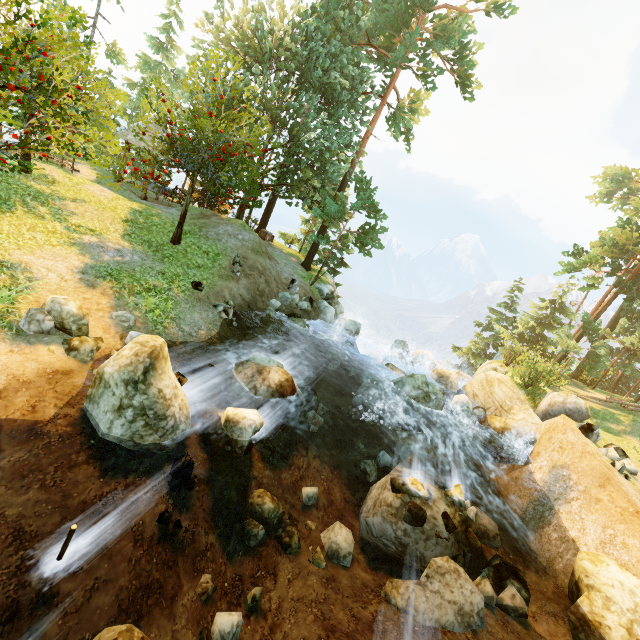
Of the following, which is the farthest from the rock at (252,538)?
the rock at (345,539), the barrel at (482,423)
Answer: the barrel at (482,423)

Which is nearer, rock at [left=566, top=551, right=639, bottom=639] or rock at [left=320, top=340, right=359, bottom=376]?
rock at [left=566, top=551, right=639, bottom=639]

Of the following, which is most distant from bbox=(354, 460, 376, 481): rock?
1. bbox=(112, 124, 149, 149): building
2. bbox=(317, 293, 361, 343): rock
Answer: bbox=(112, 124, 149, 149): building

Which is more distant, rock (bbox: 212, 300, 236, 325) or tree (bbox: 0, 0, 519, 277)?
rock (bbox: 212, 300, 236, 325)

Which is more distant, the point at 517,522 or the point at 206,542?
the point at 517,522

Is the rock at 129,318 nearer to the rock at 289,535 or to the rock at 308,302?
the rock at 289,535

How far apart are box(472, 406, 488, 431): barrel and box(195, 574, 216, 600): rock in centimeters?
1315cm

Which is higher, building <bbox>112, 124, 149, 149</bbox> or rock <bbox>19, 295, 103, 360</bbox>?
building <bbox>112, 124, 149, 149</bbox>
